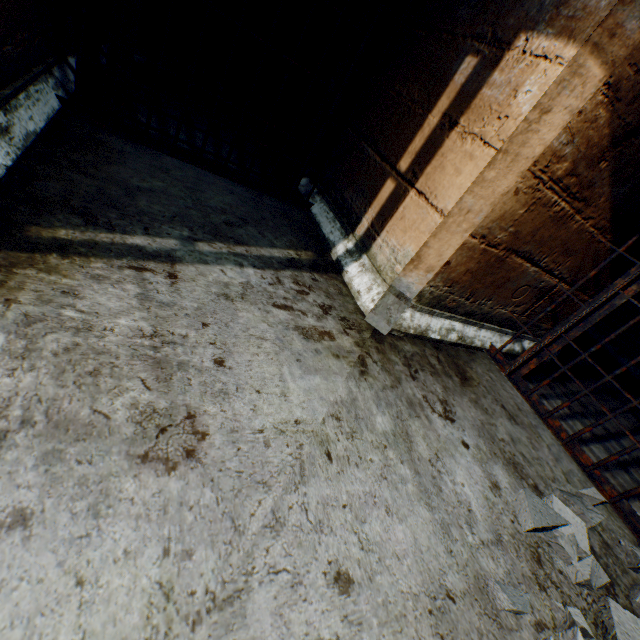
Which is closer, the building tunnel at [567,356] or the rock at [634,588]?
the rock at [634,588]

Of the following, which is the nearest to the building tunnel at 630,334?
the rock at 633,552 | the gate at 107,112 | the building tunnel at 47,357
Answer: the building tunnel at 47,357

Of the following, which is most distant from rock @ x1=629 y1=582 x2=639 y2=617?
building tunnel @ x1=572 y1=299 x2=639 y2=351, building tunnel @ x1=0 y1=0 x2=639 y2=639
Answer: building tunnel @ x1=572 y1=299 x2=639 y2=351

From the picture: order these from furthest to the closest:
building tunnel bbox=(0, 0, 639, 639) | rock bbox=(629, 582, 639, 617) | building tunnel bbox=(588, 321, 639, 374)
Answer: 1. building tunnel bbox=(588, 321, 639, 374)
2. rock bbox=(629, 582, 639, 617)
3. building tunnel bbox=(0, 0, 639, 639)

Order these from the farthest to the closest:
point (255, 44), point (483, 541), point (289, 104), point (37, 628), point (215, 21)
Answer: point (289, 104), point (255, 44), point (215, 21), point (483, 541), point (37, 628)

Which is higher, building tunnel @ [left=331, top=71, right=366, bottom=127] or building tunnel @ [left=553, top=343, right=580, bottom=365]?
building tunnel @ [left=331, top=71, right=366, bottom=127]

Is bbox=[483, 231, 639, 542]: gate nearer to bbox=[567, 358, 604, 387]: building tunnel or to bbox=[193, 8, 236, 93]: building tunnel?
bbox=[193, 8, 236, 93]: building tunnel

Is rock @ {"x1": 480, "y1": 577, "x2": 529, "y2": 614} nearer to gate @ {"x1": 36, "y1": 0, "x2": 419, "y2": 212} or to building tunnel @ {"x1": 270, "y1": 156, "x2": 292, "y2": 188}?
building tunnel @ {"x1": 270, "y1": 156, "x2": 292, "y2": 188}
